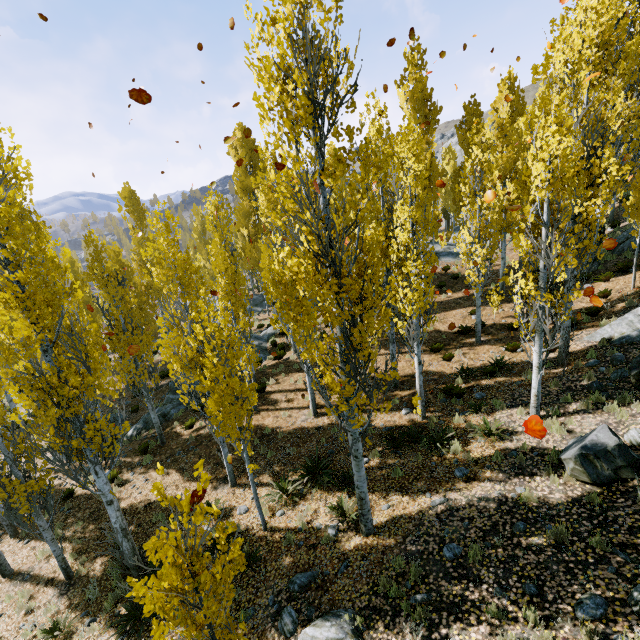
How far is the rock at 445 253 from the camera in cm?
2564

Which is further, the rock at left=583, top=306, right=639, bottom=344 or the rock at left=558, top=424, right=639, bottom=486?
the rock at left=583, top=306, right=639, bottom=344

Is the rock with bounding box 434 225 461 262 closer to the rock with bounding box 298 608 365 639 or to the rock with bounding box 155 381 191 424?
the rock with bounding box 155 381 191 424

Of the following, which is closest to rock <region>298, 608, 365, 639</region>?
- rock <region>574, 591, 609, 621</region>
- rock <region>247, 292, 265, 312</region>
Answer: rock <region>574, 591, 609, 621</region>

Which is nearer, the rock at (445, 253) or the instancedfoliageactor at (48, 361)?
the instancedfoliageactor at (48, 361)

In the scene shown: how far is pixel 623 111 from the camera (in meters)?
13.85

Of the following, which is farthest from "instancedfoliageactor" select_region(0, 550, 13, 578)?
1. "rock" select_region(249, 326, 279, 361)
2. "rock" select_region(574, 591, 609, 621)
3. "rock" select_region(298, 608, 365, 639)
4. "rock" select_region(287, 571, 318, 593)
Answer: "rock" select_region(574, 591, 609, 621)

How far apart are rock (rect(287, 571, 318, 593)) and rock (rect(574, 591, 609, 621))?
4.77m
